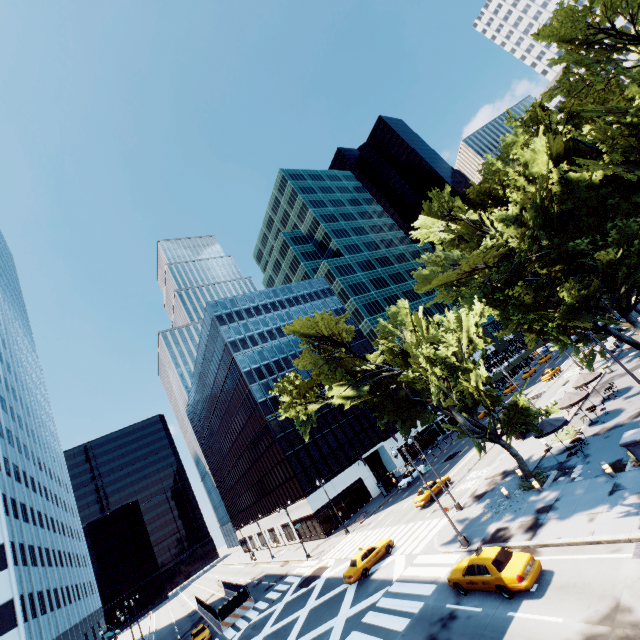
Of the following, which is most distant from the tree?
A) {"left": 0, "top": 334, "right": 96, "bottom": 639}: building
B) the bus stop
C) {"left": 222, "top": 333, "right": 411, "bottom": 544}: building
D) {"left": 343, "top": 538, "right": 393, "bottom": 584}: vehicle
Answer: {"left": 0, "top": 334, "right": 96, "bottom": 639}: building

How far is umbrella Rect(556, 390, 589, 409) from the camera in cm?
2695

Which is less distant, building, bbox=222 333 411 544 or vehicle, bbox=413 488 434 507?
vehicle, bbox=413 488 434 507

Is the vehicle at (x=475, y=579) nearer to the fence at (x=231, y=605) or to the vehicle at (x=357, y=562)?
the vehicle at (x=357, y=562)

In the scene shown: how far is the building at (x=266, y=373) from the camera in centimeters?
5019cm

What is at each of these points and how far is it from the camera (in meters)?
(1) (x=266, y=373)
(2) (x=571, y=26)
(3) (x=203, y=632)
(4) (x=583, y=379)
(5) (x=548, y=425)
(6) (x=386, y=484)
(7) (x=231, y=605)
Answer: (1) building, 58.59
(2) tree, 23.06
(3) vehicle, 36.50
(4) umbrella, 30.95
(5) umbrella, 24.58
(6) bus stop, 49.91
(7) fence, 37.62

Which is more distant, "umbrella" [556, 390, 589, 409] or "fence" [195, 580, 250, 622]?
"fence" [195, 580, 250, 622]

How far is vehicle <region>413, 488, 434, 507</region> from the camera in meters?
33.3 m
